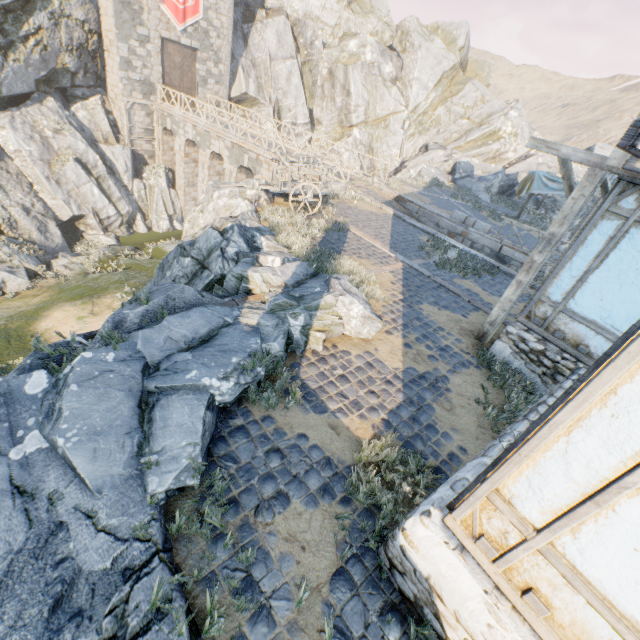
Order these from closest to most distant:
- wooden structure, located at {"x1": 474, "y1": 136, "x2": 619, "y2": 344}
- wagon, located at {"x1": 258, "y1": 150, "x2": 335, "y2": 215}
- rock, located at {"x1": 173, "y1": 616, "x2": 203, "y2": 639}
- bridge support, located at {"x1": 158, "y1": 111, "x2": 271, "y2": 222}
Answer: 1. rock, located at {"x1": 173, "y1": 616, "x2": 203, "y2": 639}
2. wooden structure, located at {"x1": 474, "y1": 136, "x2": 619, "y2": 344}
3. wagon, located at {"x1": 258, "y1": 150, "x2": 335, "y2": 215}
4. bridge support, located at {"x1": 158, "y1": 111, "x2": 271, "y2": 222}

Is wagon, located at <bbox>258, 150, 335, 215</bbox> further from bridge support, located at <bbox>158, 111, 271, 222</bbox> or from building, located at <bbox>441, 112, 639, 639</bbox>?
bridge support, located at <bbox>158, 111, 271, 222</bbox>

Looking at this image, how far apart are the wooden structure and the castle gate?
27.7 meters

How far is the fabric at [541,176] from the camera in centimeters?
1723cm

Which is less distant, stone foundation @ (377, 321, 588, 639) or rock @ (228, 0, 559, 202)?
stone foundation @ (377, 321, 588, 639)

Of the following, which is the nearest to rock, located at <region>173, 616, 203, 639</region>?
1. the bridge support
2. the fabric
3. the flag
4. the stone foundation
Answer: the bridge support

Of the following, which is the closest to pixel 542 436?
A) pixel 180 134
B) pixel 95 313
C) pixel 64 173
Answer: pixel 95 313

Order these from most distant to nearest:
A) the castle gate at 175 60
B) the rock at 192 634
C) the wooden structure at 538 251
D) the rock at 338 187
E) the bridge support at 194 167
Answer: the castle gate at 175 60 → the bridge support at 194 167 → the rock at 338 187 → the wooden structure at 538 251 → the rock at 192 634
